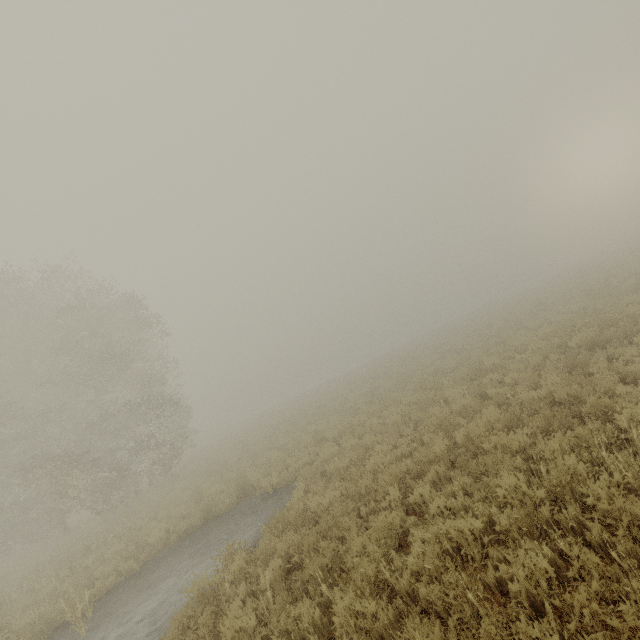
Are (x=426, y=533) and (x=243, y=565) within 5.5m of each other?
yes
